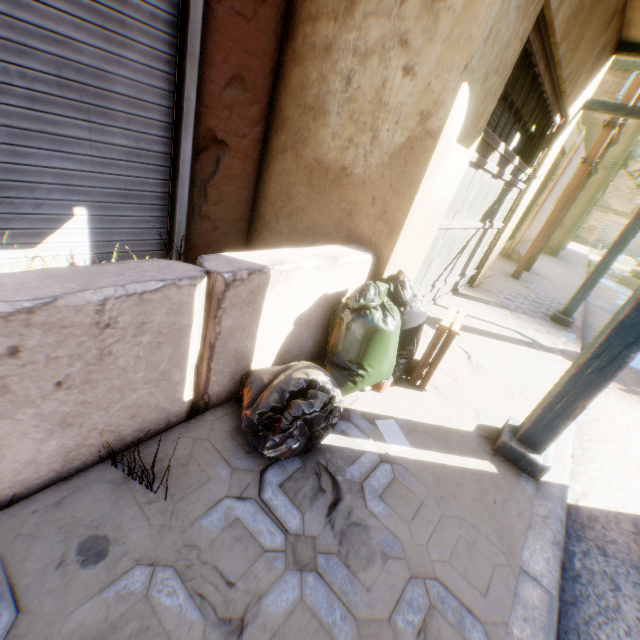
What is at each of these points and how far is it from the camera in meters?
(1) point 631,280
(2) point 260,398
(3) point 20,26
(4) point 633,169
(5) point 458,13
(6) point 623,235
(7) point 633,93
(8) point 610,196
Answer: (1) cardboard box, 14.0
(2) trash bag, 1.7
(3) rolling overhead door, 1.7
(4) clothes, 12.6
(5) building, 1.9
(6) wooden beam, 4.9
(7) electric pole, 6.0
(8) building, 26.7

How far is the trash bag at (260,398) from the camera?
1.56m

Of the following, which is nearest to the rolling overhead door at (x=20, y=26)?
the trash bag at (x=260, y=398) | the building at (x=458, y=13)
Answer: the building at (x=458, y=13)

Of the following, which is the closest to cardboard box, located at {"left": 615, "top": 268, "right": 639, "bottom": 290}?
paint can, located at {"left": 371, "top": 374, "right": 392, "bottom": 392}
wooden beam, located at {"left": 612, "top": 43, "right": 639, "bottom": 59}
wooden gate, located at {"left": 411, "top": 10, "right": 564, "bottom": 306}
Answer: wooden beam, located at {"left": 612, "top": 43, "right": 639, "bottom": 59}

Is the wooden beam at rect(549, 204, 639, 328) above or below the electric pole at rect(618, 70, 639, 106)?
below

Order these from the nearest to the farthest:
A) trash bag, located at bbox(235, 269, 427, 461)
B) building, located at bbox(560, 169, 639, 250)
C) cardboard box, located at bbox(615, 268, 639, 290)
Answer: trash bag, located at bbox(235, 269, 427, 461) < cardboard box, located at bbox(615, 268, 639, 290) < building, located at bbox(560, 169, 639, 250)

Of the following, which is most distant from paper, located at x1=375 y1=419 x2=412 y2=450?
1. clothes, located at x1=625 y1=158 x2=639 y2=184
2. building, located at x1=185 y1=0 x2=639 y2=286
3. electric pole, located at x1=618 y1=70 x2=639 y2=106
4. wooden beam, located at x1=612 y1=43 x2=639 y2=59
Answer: clothes, located at x1=625 y1=158 x2=639 y2=184

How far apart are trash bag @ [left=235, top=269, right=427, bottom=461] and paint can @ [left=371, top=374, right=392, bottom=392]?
0.0 meters
